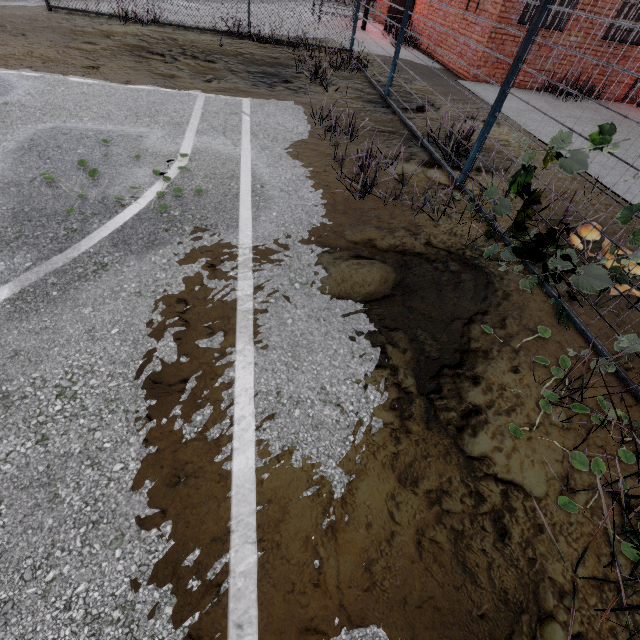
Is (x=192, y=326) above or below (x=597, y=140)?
below

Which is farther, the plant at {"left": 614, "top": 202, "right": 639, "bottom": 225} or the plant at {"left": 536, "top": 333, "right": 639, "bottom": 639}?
the plant at {"left": 614, "top": 202, "right": 639, "bottom": 225}

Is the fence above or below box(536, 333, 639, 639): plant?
above

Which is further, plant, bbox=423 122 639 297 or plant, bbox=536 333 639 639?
plant, bbox=423 122 639 297

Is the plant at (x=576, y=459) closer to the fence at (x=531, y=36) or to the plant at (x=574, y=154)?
the fence at (x=531, y=36)

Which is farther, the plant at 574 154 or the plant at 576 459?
the plant at 574 154

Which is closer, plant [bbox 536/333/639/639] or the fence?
plant [bbox 536/333/639/639]

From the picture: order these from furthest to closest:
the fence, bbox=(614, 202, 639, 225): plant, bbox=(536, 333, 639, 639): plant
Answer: the fence, bbox=(614, 202, 639, 225): plant, bbox=(536, 333, 639, 639): plant
